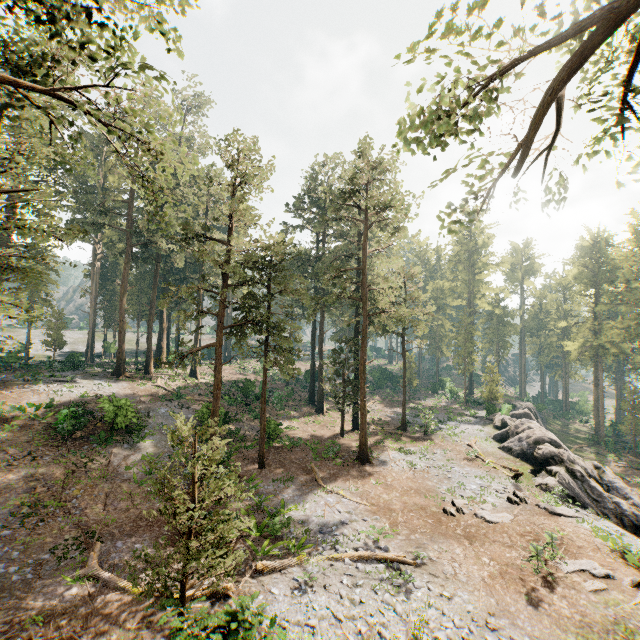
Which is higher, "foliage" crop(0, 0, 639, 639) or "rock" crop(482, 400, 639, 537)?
"foliage" crop(0, 0, 639, 639)

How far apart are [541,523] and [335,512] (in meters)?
11.16

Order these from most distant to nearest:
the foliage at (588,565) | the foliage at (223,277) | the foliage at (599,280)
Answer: the foliage at (599,280) < the foliage at (588,565) < the foliage at (223,277)

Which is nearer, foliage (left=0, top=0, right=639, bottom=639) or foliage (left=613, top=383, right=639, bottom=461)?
foliage (left=0, top=0, right=639, bottom=639)

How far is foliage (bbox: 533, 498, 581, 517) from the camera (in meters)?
18.77

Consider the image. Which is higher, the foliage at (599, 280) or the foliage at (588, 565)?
the foliage at (599, 280)

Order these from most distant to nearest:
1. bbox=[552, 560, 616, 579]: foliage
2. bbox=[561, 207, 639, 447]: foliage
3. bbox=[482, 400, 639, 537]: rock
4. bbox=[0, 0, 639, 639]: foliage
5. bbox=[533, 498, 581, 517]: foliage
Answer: bbox=[561, 207, 639, 447]: foliage, bbox=[482, 400, 639, 537]: rock, bbox=[533, 498, 581, 517]: foliage, bbox=[552, 560, 616, 579]: foliage, bbox=[0, 0, 639, 639]: foliage

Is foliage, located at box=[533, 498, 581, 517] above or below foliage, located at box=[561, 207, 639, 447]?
below
